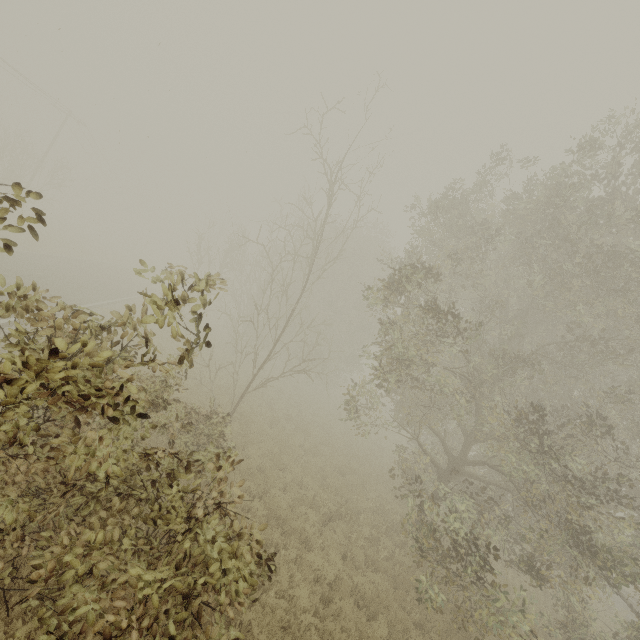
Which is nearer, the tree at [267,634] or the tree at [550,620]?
the tree at [550,620]

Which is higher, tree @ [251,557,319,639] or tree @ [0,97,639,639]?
tree @ [0,97,639,639]

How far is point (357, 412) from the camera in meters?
11.8

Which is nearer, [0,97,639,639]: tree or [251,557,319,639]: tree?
[0,97,639,639]: tree

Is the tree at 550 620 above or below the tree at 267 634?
above
